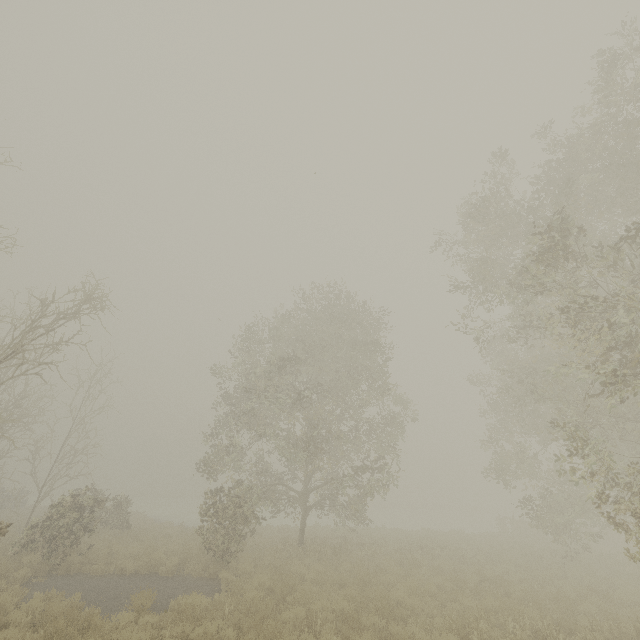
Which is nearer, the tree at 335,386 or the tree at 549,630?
the tree at 549,630

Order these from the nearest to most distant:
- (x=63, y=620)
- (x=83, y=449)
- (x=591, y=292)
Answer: (x=63, y=620) → (x=591, y=292) → (x=83, y=449)

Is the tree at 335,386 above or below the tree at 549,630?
above

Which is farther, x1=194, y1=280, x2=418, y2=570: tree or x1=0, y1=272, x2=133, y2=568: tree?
x1=194, y1=280, x2=418, y2=570: tree

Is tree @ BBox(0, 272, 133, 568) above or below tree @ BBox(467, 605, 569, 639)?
above

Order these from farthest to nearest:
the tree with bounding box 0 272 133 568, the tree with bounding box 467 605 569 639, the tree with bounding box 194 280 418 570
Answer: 1. the tree with bounding box 194 280 418 570
2. the tree with bounding box 0 272 133 568
3. the tree with bounding box 467 605 569 639

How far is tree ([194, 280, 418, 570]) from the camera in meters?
15.1 m
